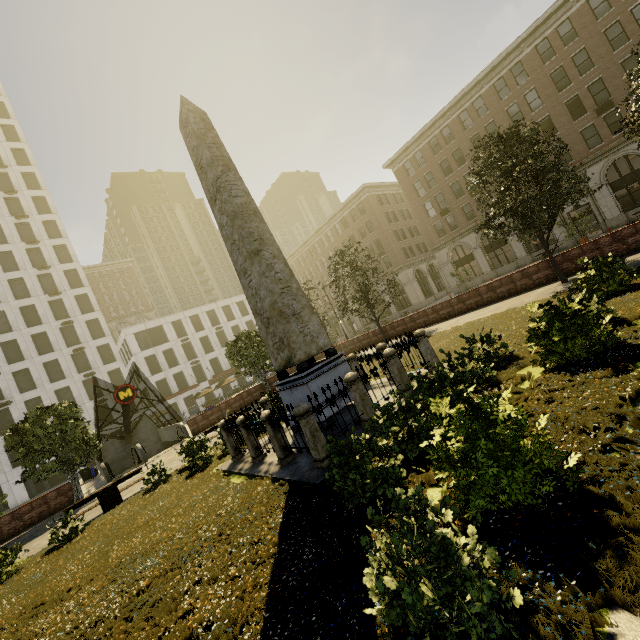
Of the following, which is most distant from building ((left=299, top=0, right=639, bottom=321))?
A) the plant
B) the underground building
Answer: the underground building

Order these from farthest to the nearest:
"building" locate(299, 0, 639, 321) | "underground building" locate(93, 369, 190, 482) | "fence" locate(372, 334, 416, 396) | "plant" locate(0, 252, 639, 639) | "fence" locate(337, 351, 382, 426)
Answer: "building" locate(299, 0, 639, 321) < "underground building" locate(93, 369, 190, 482) < "fence" locate(372, 334, 416, 396) < "fence" locate(337, 351, 382, 426) < "plant" locate(0, 252, 639, 639)

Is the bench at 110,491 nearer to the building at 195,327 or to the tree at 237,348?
the tree at 237,348

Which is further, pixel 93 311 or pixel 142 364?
pixel 142 364

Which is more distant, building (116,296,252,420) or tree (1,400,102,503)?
building (116,296,252,420)

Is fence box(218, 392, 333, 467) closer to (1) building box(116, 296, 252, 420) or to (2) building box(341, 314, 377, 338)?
(2) building box(341, 314, 377, 338)

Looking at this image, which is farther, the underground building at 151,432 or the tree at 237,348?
the tree at 237,348

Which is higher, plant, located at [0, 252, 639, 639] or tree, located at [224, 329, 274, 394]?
tree, located at [224, 329, 274, 394]
